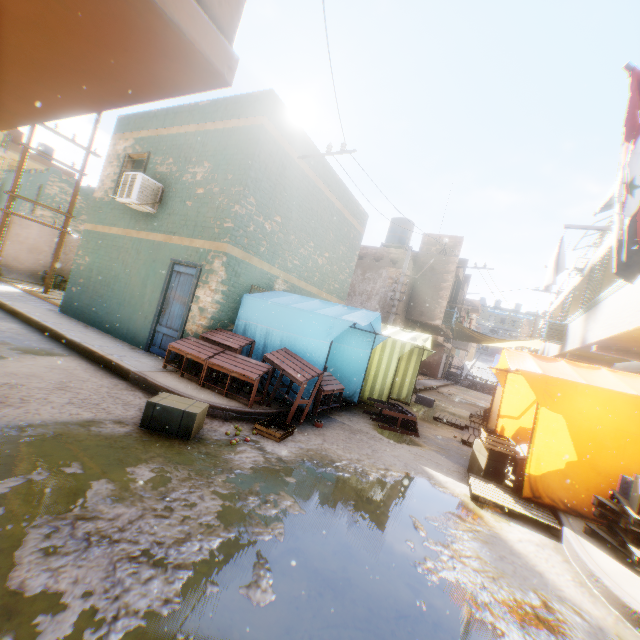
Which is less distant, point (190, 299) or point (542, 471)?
point (542, 471)

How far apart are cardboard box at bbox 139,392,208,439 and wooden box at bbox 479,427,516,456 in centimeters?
503cm

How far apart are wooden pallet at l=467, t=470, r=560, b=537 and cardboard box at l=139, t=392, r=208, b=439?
4.4 meters

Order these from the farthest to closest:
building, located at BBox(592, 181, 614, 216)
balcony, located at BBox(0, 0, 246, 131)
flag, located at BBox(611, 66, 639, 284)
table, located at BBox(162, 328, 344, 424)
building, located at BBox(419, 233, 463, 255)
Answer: building, located at BBox(419, 233, 463, 255)
building, located at BBox(592, 181, 614, 216)
table, located at BBox(162, 328, 344, 424)
flag, located at BBox(611, 66, 639, 284)
balcony, located at BBox(0, 0, 246, 131)

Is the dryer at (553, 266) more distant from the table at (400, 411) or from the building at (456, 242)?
the table at (400, 411)

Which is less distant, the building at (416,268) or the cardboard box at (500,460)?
the cardboard box at (500,460)

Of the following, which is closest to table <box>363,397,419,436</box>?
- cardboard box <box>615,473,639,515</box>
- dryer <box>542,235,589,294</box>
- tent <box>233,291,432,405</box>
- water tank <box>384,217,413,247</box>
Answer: tent <box>233,291,432,405</box>

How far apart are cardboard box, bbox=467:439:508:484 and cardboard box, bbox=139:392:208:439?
5.1m
